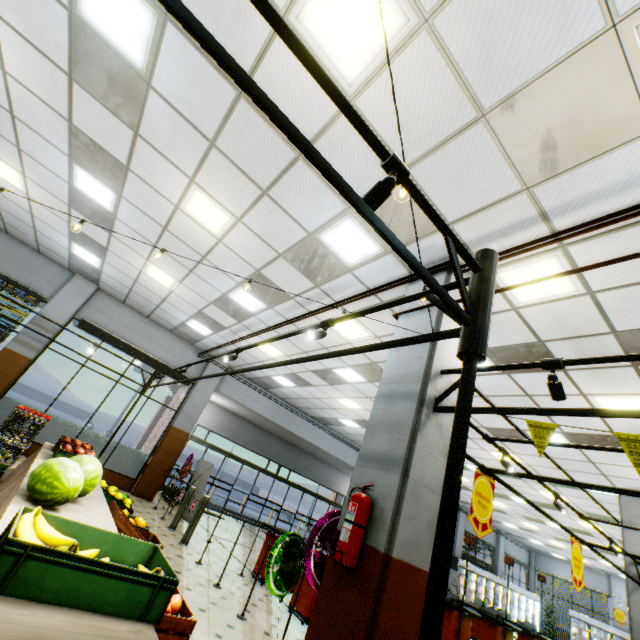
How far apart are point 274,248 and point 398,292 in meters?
2.2

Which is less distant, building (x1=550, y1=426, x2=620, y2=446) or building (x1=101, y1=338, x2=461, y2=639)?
building (x1=101, y1=338, x2=461, y2=639)

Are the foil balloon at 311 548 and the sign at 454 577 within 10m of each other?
no

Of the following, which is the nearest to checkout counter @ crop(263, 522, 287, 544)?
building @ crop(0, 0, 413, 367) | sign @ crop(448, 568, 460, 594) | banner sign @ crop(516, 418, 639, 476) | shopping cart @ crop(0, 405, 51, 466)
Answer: building @ crop(0, 0, 413, 367)

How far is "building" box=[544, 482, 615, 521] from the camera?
10.1 meters

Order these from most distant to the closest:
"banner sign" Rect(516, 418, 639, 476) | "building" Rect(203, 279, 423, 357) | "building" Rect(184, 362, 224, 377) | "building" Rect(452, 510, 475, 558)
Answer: "building" Rect(452, 510, 475, 558), "building" Rect(184, 362, 224, 377), "building" Rect(203, 279, 423, 357), "banner sign" Rect(516, 418, 639, 476)

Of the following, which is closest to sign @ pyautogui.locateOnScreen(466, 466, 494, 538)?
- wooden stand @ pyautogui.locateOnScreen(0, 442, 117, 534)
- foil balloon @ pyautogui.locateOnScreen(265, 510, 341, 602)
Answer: foil balloon @ pyautogui.locateOnScreen(265, 510, 341, 602)

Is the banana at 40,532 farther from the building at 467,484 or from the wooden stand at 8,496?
the building at 467,484
